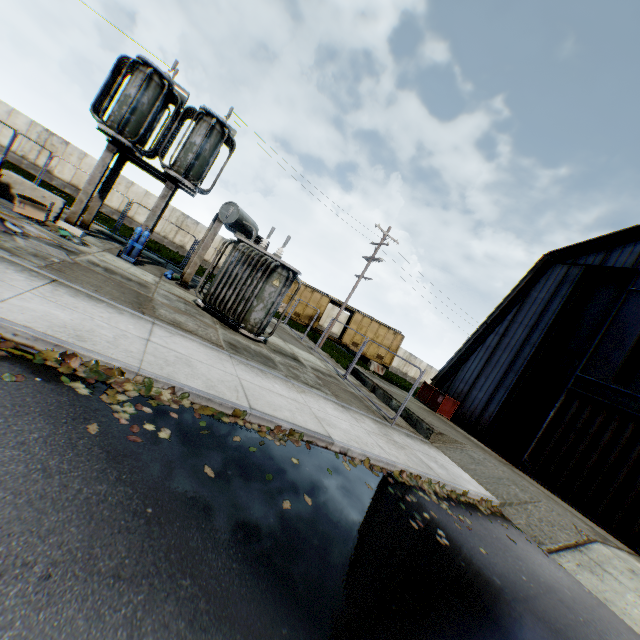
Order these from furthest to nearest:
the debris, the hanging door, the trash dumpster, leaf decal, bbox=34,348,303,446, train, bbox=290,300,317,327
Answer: train, bbox=290,300,317,327
the trash dumpster
the hanging door
the debris
leaf decal, bbox=34,348,303,446

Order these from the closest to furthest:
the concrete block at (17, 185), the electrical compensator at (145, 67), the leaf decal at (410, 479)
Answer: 1. the leaf decal at (410, 479)
2. the concrete block at (17, 185)
3. the electrical compensator at (145, 67)

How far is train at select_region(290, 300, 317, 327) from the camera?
29.4m

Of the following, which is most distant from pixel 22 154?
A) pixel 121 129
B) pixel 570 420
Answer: pixel 570 420

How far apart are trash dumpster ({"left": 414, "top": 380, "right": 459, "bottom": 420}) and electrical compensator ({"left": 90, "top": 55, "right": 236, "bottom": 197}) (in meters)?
17.62

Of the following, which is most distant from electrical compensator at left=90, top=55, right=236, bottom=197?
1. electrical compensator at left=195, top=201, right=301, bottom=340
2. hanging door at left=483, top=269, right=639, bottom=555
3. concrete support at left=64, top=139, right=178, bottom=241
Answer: hanging door at left=483, top=269, right=639, bottom=555

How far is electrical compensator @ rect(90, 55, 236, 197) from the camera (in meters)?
11.34

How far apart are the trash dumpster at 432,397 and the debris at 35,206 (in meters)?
18.56
